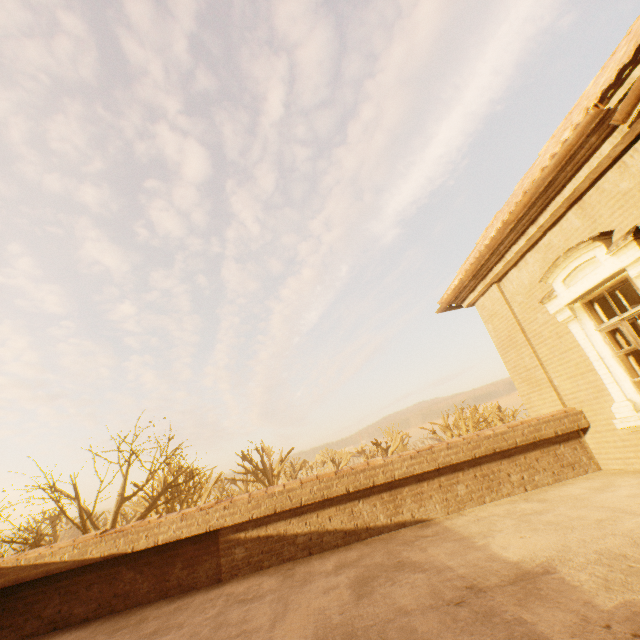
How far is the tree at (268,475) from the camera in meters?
30.3

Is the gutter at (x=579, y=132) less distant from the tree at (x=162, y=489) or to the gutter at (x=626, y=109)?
the gutter at (x=626, y=109)

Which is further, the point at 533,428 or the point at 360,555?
the point at 533,428

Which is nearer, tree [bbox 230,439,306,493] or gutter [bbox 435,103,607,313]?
gutter [bbox 435,103,607,313]

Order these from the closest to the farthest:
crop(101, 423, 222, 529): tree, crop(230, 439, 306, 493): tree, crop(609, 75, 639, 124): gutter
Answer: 1. crop(609, 75, 639, 124): gutter
2. crop(101, 423, 222, 529): tree
3. crop(230, 439, 306, 493): tree

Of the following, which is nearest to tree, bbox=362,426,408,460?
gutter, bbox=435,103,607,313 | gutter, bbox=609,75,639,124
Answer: gutter, bbox=435,103,607,313

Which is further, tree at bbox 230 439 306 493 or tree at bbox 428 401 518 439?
tree at bbox 428 401 518 439
